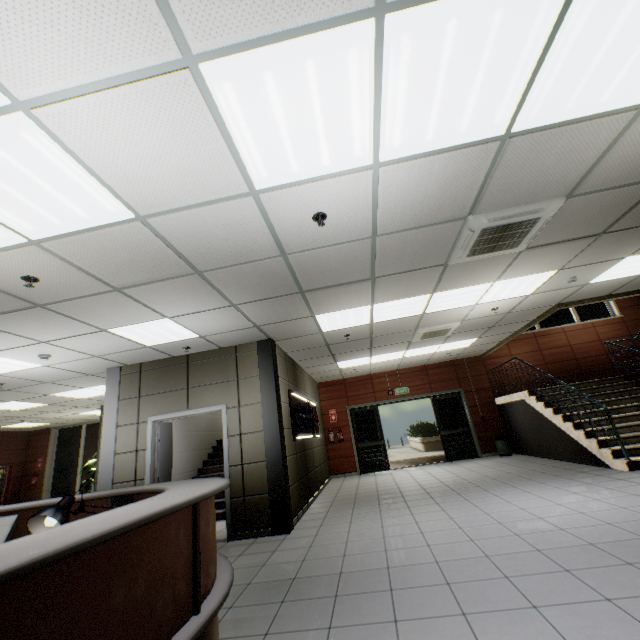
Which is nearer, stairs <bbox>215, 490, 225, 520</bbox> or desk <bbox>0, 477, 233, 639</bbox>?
desk <bbox>0, 477, 233, 639</bbox>

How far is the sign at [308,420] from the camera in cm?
680

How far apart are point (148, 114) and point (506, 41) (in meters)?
2.12

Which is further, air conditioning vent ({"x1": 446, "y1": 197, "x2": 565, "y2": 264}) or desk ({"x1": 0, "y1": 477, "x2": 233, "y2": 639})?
air conditioning vent ({"x1": 446, "y1": 197, "x2": 565, "y2": 264})

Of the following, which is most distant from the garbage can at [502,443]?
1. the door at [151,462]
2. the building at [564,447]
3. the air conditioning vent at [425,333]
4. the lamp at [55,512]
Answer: the lamp at [55,512]

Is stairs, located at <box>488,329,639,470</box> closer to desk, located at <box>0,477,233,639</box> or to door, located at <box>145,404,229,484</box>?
door, located at <box>145,404,229,484</box>

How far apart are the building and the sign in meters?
6.0 m

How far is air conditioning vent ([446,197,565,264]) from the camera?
3.3m
